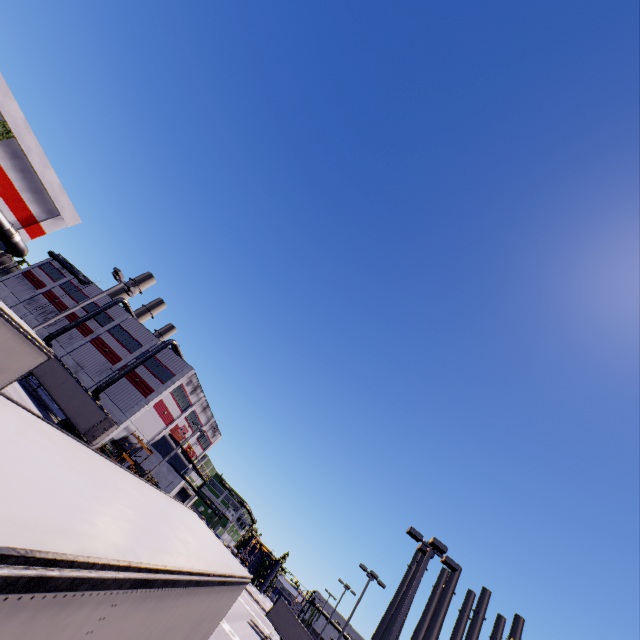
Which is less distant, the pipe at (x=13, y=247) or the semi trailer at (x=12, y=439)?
the semi trailer at (x=12, y=439)

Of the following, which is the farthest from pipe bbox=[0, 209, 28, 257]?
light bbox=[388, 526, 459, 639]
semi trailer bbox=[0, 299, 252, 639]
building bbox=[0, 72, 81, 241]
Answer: light bbox=[388, 526, 459, 639]

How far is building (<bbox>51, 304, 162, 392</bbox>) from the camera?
45.6 meters

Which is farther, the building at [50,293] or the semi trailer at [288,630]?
the building at [50,293]

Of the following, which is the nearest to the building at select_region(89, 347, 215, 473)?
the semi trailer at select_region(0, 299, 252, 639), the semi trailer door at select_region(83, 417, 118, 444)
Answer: the semi trailer at select_region(0, 299, 252, 639)

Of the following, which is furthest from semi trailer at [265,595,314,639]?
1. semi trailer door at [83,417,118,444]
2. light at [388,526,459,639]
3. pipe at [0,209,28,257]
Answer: light at [388,526,459,639]

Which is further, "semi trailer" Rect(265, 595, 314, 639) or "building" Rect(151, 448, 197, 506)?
"building" Rect(151, 448, 197, 506)

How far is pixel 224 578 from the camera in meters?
6.5
